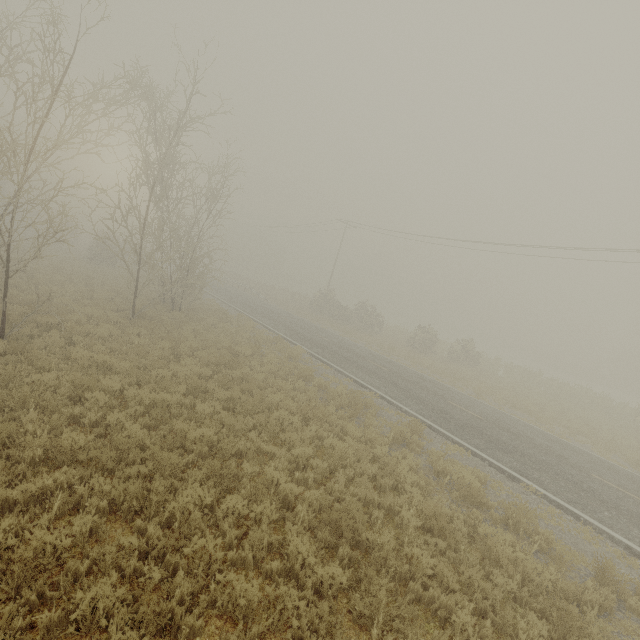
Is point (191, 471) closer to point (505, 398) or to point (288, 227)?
point (505, 398)
